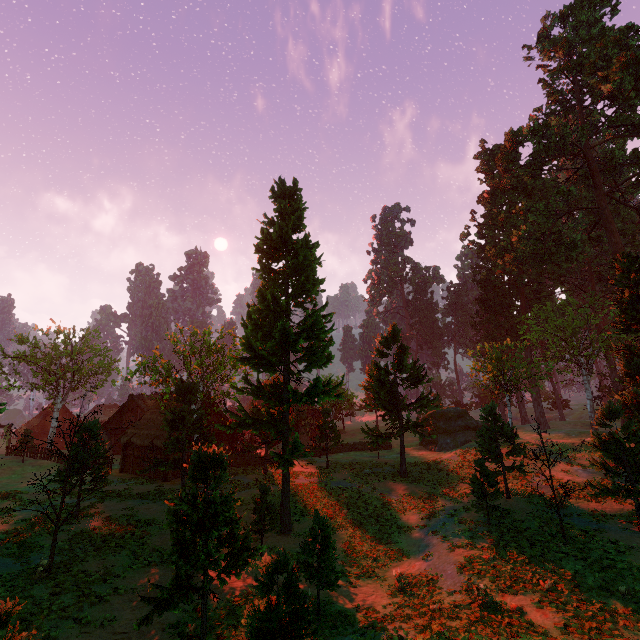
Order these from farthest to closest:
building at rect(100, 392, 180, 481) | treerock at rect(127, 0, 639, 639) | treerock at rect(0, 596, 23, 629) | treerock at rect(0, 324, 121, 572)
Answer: building at rect(100, 392, 180, 481) < treerock at rect(0, 324, 121, 572) < treerock at rect(127, 0, 639, 639) < treerock at rect(0, 596, 23, 629)

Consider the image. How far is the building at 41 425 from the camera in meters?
52.5 m

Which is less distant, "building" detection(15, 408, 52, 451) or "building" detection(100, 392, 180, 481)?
"building" detection(100, 392, 180, 481)

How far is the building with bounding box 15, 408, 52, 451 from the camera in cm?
5250

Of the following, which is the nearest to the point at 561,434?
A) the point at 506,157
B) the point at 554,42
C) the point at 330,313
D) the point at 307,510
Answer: the point at 307,510

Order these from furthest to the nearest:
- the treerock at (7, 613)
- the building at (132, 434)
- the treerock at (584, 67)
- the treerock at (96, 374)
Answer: the building at (132, 434) → the treerock at (96, 374) → the treerock at (584, 67) → the treerock at (7, 613)

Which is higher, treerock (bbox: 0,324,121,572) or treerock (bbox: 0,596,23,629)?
treerock (bbox: 0,324,121,572)
